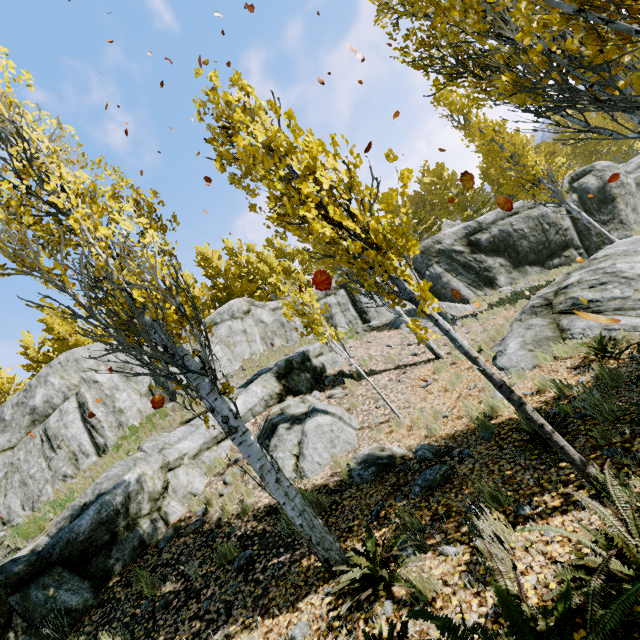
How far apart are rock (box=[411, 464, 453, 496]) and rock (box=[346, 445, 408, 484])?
0.8m

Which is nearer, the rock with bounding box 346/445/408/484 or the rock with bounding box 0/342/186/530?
the rock with bounding box 346/445/408/484

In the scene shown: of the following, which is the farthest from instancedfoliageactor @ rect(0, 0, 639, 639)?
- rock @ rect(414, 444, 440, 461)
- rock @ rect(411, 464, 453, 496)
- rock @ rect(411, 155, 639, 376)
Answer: rock @ rect(414, 444, 440, 461)

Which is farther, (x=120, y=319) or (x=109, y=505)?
(x=109, y=505)

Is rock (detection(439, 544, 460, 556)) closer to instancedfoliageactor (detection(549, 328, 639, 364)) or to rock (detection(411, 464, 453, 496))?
instancedfoliageactor (detection(549, 328, 639, 364))

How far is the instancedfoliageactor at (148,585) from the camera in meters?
5.7

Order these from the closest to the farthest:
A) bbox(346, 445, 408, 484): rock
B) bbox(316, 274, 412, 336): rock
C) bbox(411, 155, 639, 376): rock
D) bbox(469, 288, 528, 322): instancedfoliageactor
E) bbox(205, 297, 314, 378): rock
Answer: bbox(346, 445, 408, 484): rock, bbox(411, 155, 639, 376): rock, bbox(469, 288, 528, 322): instancedfoliageactor, bbox(316, 274, 412, 336): rock, bbox(205, 297, 314, 378): rock

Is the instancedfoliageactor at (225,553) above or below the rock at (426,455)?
above
